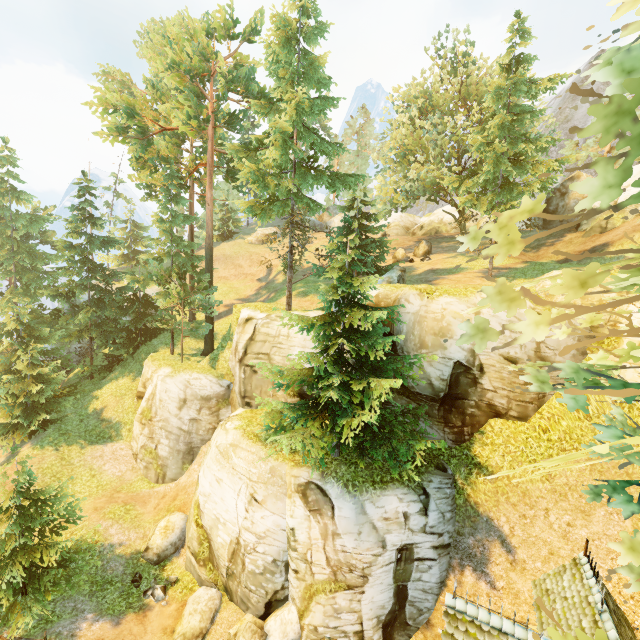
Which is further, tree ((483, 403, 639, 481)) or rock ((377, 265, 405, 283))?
rock ((377, 265, 405, 283))

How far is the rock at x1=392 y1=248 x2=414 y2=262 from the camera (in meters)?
30.84

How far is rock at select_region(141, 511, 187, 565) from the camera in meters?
16.5 m

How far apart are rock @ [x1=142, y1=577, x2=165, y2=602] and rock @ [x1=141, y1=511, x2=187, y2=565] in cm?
115

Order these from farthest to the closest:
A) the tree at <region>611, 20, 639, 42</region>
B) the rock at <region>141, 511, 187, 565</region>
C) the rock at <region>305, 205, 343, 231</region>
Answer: the rock at <region>305, 205, 343, 231</region> < the rock at <region>141, 511, 187, 565</region> < the tree at <region>611, 20, 639, 42</region>

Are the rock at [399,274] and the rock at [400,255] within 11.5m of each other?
yes

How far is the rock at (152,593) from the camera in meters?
14.8

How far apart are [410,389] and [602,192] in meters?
13.3
